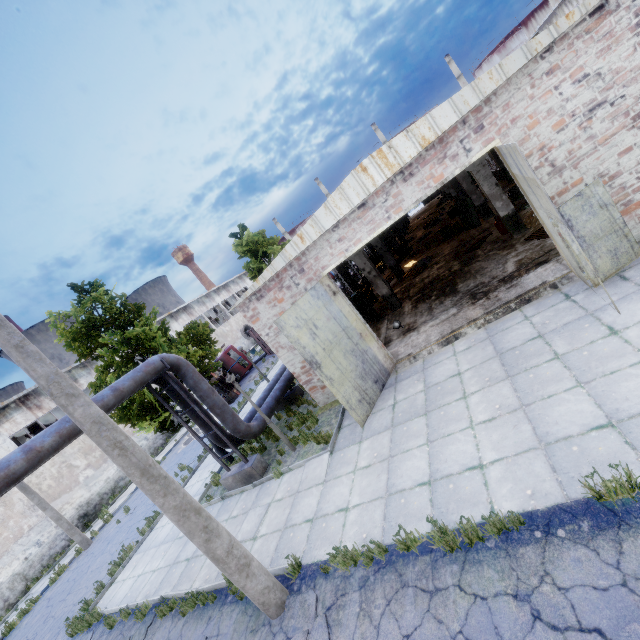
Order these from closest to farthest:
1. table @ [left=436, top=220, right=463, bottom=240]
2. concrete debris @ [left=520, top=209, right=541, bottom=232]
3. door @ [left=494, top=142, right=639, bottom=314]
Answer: door @ [left=494, top=142, right=639, bottom=314], concrete debris @ [left=520, top=209, right=541, bottom=232], table @ [left=436, top=220, right=463, bottom=240]

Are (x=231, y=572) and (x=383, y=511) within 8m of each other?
yes

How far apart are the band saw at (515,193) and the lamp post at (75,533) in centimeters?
2823cm

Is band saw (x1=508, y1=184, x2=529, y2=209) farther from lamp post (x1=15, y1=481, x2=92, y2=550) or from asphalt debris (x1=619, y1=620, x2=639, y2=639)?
lamp post (x1=15, y1=481, x2=92, y2=550)

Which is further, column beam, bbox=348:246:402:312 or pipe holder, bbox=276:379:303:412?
column beam, bbox=348:246:402:312

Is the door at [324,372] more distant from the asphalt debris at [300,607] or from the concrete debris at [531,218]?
the concrete debris at [531,218]

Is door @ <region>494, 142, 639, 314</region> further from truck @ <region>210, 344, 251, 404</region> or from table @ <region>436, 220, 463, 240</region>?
truck @ <region>210, 344, 251, 404</region>

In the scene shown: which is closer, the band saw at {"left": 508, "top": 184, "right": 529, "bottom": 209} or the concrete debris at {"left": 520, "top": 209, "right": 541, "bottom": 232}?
the concrete debris at {"left": 520, "top": 209, "right": 541, "bottom": 232}
